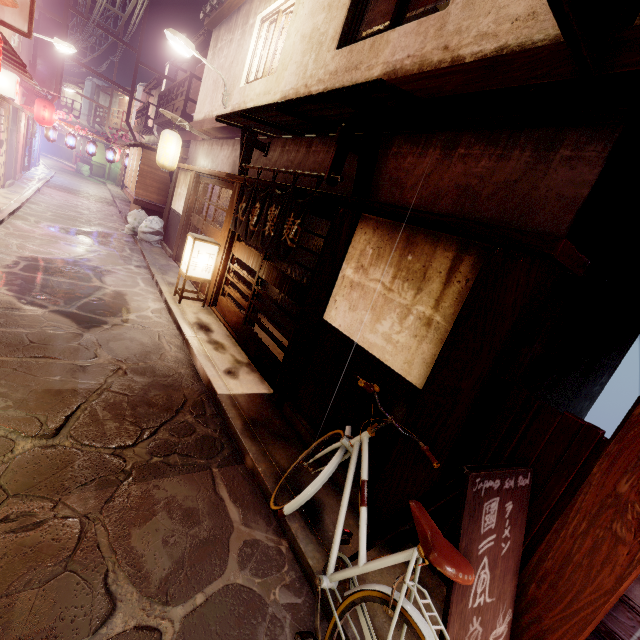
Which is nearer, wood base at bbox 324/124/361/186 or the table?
wood base at bbox 324/124/361/186

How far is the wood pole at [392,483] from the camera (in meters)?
4.42

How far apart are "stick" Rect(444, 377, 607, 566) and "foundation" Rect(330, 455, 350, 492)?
0.87m

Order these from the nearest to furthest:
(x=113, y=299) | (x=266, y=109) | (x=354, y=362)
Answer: (x=354, y=362)
(x=266, y=109)
(x=113, y=299)

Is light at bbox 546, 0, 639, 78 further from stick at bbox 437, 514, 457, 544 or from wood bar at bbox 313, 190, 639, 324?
stick at bbox 437, 514, 457, 544

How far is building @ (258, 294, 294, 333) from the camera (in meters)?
15.00

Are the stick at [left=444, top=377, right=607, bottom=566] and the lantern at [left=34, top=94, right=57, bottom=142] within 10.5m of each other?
no

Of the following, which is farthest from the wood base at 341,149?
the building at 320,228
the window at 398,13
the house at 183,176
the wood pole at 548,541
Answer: the house at 183,176
